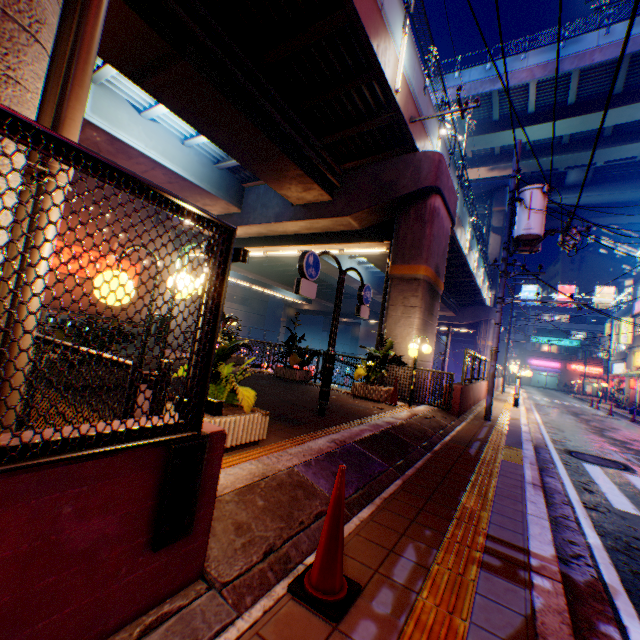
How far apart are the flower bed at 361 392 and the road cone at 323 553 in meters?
7.5

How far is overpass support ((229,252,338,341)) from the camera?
28.38m

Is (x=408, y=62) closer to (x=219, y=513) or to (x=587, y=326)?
(x=219, y=513)

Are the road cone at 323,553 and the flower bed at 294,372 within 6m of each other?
no

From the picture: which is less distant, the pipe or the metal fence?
the metal fence

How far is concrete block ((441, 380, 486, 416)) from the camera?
10.2m

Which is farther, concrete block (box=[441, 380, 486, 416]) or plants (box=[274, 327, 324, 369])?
plants (box=[274, 327, 324, 369])
